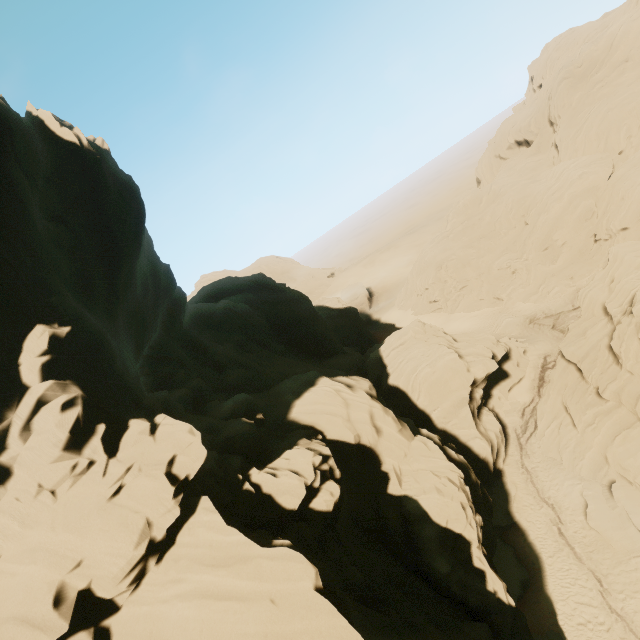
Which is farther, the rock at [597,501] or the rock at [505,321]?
the rock at [505,321]

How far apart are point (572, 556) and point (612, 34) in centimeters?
6957cm

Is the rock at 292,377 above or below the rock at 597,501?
above

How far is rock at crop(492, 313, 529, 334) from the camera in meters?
43.8

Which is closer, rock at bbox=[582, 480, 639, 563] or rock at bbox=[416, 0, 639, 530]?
rock at bbox=[582, 480, 639, 563]

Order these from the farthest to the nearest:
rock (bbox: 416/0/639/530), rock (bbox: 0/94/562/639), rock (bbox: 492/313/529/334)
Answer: rock (bbox: 492/313/529/334) → rock (bbox: 416/0/639/530) → rock (bbox: 0/94/562/639)

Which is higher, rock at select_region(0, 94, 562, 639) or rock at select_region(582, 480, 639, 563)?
rock at select_region(0, 94, 562, 639)
